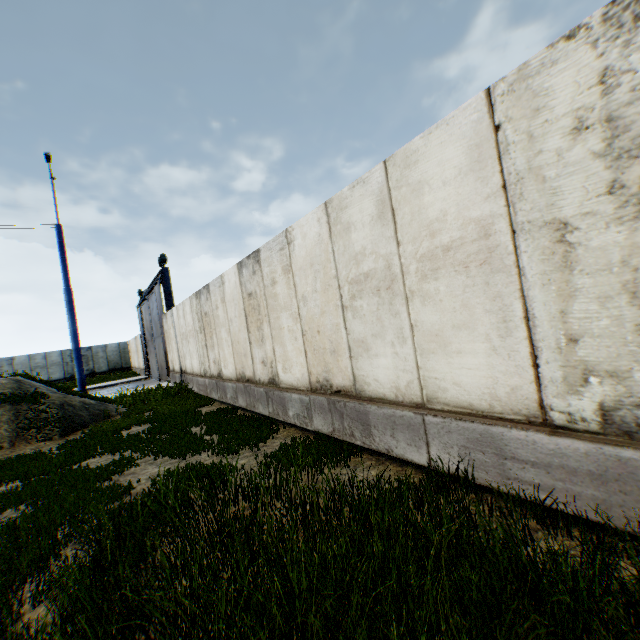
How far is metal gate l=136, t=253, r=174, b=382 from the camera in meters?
17.0

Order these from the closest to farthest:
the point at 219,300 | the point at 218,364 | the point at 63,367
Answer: the point at 219,300 < the point at 218,364 < the point at 63,367

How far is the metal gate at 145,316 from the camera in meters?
17.0 m
